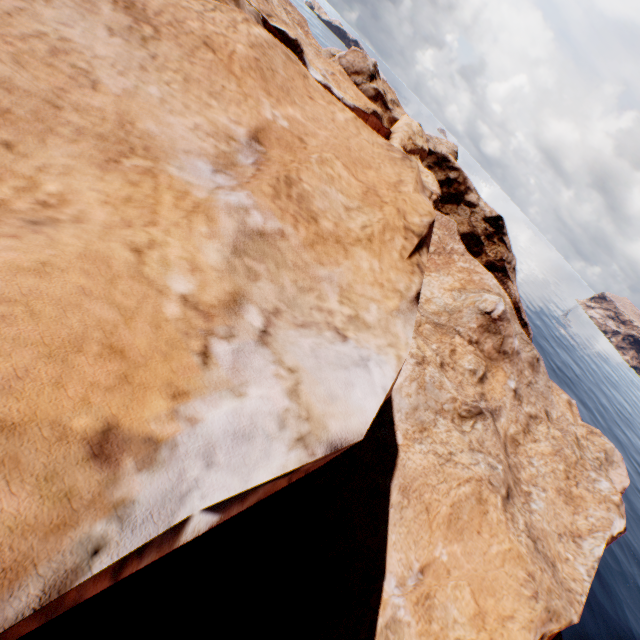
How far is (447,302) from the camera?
22.1 meters
